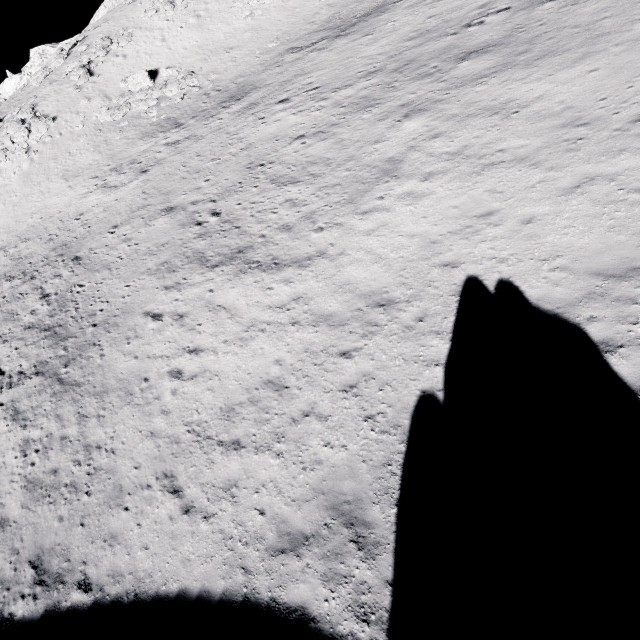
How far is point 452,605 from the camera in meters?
5.5

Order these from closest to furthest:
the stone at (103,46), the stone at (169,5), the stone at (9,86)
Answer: the stone at (103,46)
the stone at (169,5)
the stone at (9,86)

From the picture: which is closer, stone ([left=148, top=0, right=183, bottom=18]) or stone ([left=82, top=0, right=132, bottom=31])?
stone ([left=148, top=0, right=183, bottom=18])

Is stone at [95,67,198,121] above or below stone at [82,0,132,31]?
below

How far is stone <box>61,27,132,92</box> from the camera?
34.0 meters

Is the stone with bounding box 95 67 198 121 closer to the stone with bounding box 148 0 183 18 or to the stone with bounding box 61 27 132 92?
the stone with bounding box 61 27 132 92

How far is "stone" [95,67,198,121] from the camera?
29.8m

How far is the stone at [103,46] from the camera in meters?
34.0 m
